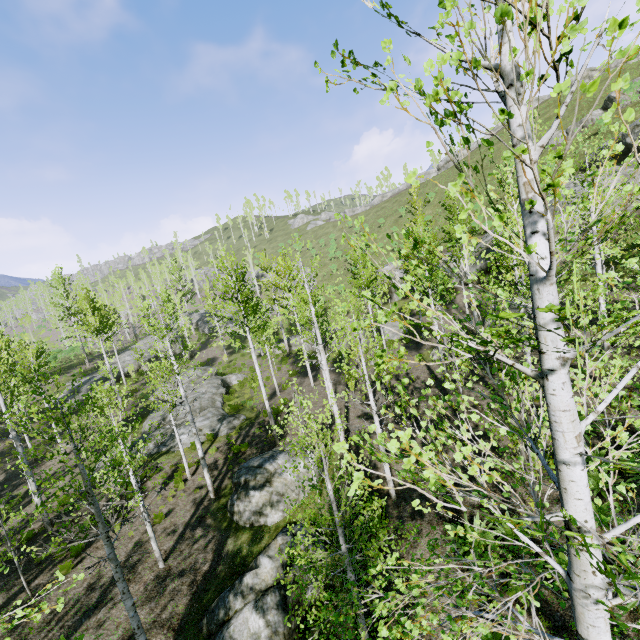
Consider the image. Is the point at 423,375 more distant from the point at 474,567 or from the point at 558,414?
the point at 558,414

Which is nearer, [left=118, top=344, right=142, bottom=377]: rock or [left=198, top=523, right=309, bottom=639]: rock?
[left=198, top=523, right=309, bottom=639]: rock

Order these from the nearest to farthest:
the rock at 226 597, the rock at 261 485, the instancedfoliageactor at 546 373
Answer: the instancedfoliageactor at 546 373 → the rock at 226 597 → the rock at 261 485

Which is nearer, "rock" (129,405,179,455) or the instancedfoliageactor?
the instancedfoliageactor

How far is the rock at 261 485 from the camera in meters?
12.4

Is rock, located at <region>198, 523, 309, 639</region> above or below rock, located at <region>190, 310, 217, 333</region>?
below

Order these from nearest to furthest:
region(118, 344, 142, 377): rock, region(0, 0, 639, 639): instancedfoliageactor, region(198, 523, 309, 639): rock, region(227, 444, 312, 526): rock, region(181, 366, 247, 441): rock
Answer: region(0, 0, 639, 639): instancedfoliageactor → region(198, 523, 309, 639): rock → region(227, 444, 312, 526): rock → region(181, 366, 247, 441): rock → region(118, 344, 142, 377): rock

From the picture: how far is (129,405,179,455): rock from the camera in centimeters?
1947cm
